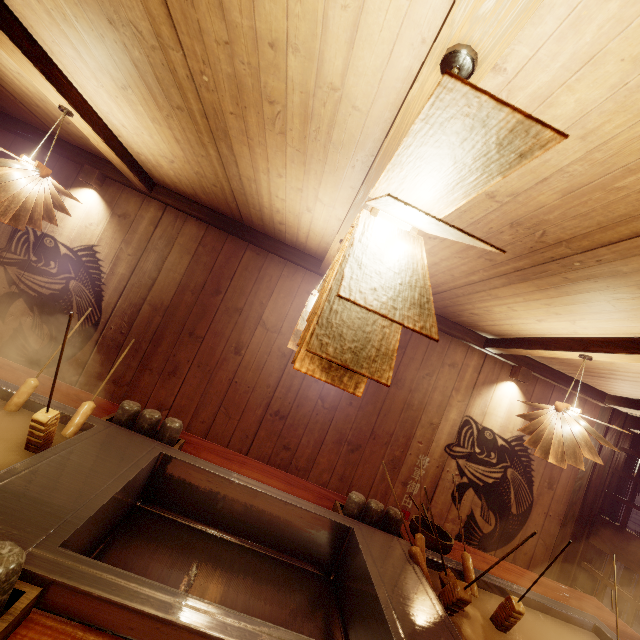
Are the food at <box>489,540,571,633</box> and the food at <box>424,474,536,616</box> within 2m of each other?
yes

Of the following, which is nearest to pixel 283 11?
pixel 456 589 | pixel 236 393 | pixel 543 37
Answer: pixel 543 37

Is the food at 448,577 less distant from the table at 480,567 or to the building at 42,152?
the table at 480,567

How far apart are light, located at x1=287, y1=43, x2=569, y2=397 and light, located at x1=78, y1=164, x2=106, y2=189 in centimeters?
584cm

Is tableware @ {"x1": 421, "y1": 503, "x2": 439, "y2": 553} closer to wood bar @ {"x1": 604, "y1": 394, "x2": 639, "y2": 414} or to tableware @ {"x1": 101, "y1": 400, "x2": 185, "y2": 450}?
tableware @ {"x1": 101, "y1": 400, "x2": 185, "y2": 450}

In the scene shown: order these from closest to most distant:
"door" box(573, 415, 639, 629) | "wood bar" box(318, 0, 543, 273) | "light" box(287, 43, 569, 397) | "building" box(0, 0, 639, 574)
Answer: "light" box(287, 43, 569, 397), "wood bar" box(318, 0, 543, 273), "building" box(0, 0, 639, 574), "door" box(573, 415, 639, 629)

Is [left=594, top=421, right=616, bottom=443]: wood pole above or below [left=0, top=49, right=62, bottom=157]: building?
below

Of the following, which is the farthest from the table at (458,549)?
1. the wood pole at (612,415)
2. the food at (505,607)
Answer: the wood pole at (612,415)
